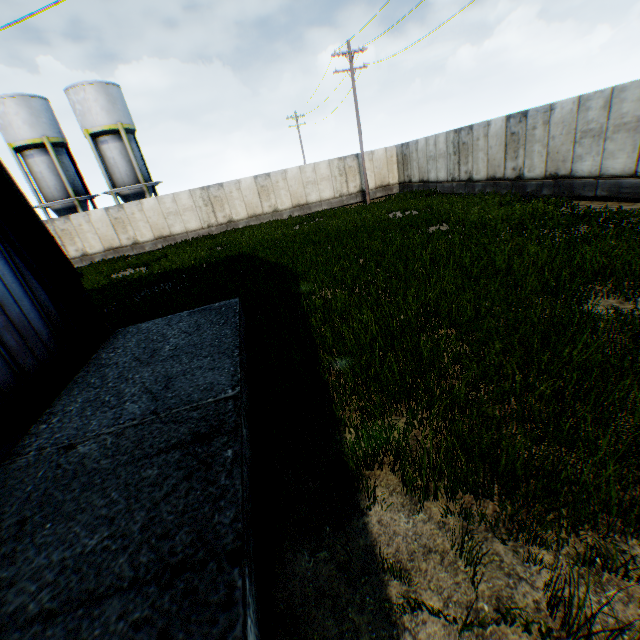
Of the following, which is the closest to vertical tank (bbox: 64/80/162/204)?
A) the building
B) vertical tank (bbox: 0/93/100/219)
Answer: vertical tank (bbox: 0/93/100/219)

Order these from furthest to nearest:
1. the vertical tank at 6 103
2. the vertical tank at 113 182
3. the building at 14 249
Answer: the vertical tank at 113 182
the vertical tank at 6 103
the building at 14 249

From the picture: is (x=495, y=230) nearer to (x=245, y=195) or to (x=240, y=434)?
(x=240, y=434)

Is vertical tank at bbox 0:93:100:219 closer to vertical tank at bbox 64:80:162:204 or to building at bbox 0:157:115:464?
vertical tank at bbox 64:80:162:204

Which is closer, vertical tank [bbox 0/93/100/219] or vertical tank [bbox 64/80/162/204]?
vertical tank [bbox 0/93/100/219]

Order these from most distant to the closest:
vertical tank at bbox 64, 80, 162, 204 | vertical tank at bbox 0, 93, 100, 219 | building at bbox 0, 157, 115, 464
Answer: vertical tank at bbox 64, 80, 162, 204 < vertical tank at bbox 0, 93, 100, 219 < building at bbox 0, 157, 115, 464

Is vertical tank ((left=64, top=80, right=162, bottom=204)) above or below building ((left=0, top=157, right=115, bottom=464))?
above

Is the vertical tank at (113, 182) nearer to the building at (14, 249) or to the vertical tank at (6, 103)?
the vertical tank at (6, 103)
